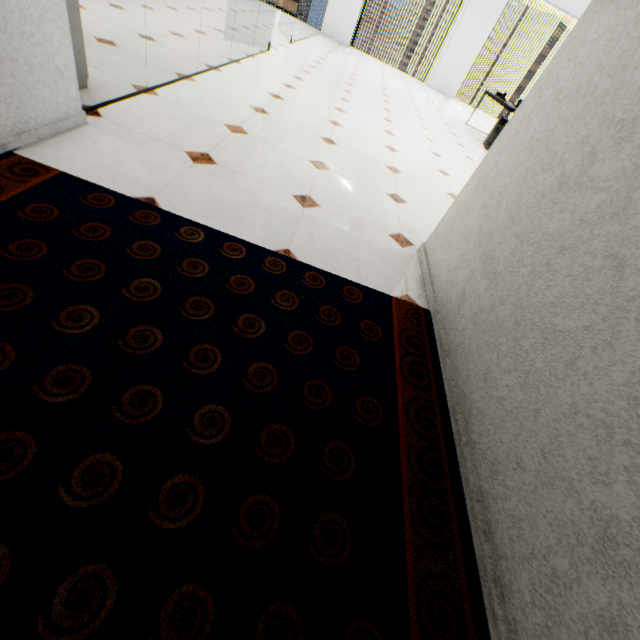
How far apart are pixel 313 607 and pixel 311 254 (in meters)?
1.51
